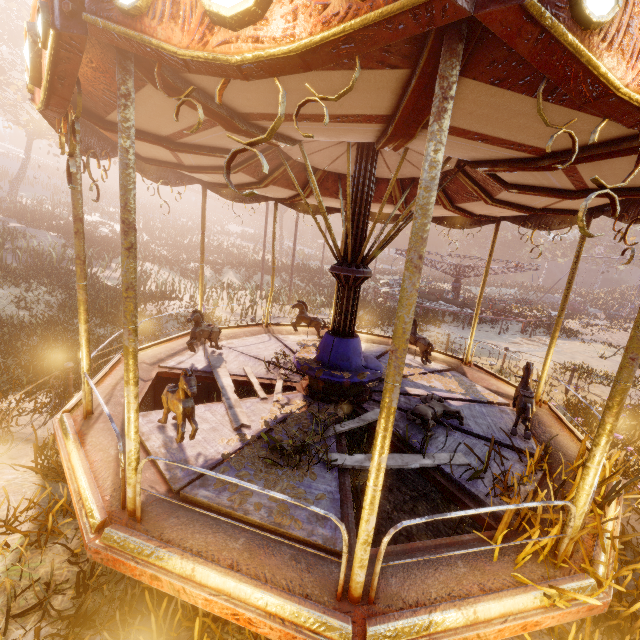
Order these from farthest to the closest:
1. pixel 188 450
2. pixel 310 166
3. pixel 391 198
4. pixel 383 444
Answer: pixel 391 198 → pixel 310 166 → pixel 188 450 → pixel 383 444

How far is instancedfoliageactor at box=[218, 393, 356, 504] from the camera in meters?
3.4 m

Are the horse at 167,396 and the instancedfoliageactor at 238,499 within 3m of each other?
yes

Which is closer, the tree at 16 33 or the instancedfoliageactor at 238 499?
the instancedfoliageactor at 238 499

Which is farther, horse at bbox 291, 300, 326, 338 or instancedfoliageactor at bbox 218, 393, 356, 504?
horse at bbox 291, 300, 326, 338

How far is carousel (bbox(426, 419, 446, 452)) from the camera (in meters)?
4.32

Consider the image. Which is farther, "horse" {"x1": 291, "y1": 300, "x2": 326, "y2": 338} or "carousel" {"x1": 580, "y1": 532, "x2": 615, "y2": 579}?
"horse" {"x1": 291, "y1": 300, "x2": 326, "y2": 338}

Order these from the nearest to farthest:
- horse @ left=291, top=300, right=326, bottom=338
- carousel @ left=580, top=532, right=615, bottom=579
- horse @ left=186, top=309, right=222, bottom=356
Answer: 1. carousel @ left=580, top=532, right=615, bottom=579
2. horse @ left=186, top=309, right=222, bottom=356
3. horse @ left=291, top=300, right=326, bottom=338
